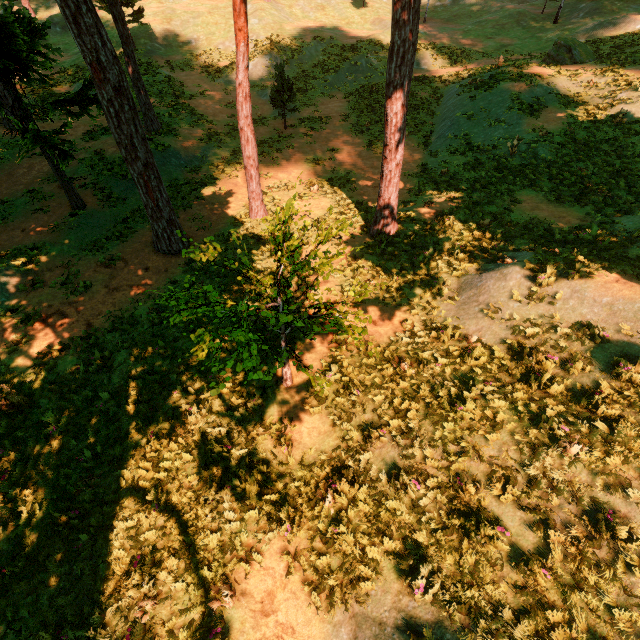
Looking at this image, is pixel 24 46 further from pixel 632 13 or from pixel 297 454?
pixel 632 13

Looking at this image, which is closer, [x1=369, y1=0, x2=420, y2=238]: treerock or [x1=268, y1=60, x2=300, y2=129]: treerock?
[x1=369, y1=0, x2=420, y2=238]: treerock

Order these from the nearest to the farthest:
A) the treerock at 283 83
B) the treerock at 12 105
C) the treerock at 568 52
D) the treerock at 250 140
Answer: the treerock at 250 140
the treerock at 12 105
the treerock at 283 83
the treerock at 568 52

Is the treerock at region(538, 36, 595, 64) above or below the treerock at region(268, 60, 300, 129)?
above

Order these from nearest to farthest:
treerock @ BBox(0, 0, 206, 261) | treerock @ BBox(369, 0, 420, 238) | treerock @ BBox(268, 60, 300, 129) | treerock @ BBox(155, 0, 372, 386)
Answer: treerock @ BBox(155, 0, 372, 386), treerock @ BBox(0, 0, 206, 261), treerock @ BBox(369, 0, 420, 238), treerock @ BBox(268, 60, 300, 129)

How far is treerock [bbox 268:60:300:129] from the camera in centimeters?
1928cm

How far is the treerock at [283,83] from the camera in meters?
19.3
